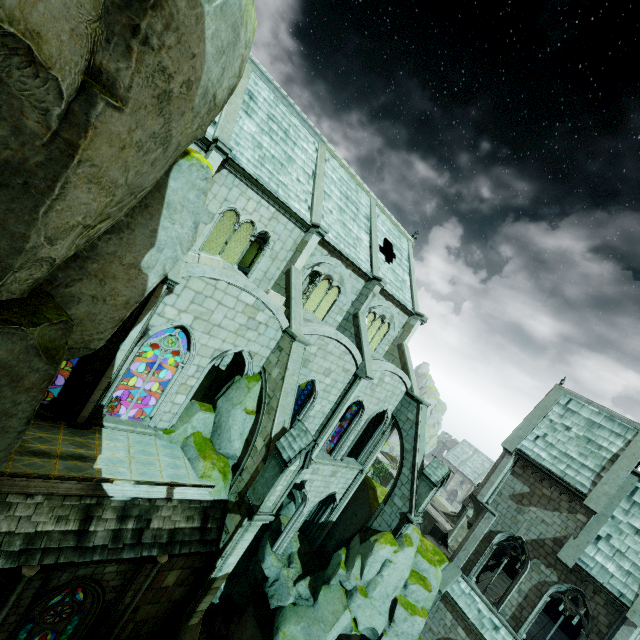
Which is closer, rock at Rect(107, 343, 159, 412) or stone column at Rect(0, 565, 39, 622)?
stone column at Rect(0, 565, 39, 622)

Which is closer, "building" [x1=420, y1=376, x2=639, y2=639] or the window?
the window

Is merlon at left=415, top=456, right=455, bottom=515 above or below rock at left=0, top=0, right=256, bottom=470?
below

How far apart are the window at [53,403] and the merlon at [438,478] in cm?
1858

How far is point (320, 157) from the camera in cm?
1994

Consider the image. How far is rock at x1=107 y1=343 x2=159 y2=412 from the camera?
25.2m

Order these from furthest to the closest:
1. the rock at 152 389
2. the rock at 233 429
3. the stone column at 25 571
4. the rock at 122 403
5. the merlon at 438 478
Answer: the rock at 152 389 → the rock at 122 403 → the merlon at 438 478 → the rock at 233 429 → the stone column at 25 571

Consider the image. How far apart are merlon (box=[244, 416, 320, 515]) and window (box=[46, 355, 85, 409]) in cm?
720
